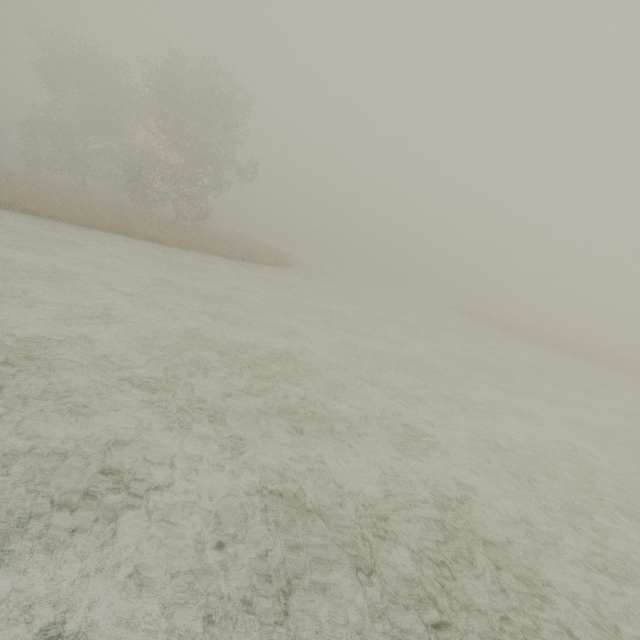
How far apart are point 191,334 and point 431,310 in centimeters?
2419cm
